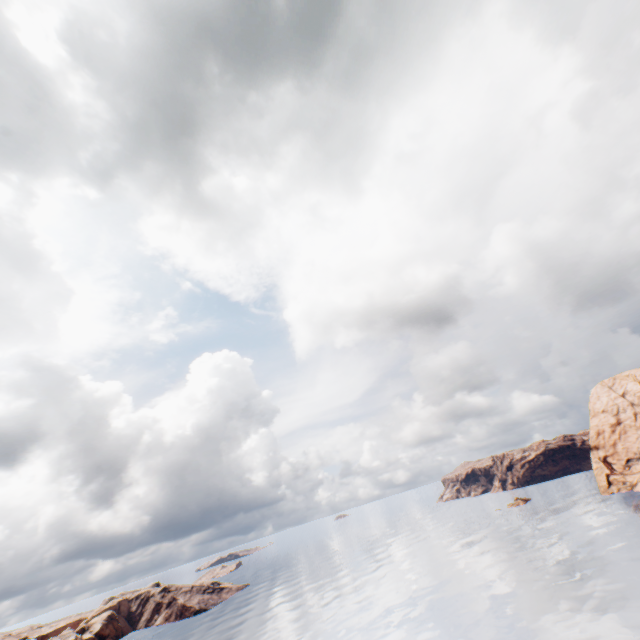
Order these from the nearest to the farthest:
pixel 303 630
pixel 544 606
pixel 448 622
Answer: pixel 544 606 → pixel 448 622 → pixel 303 630
